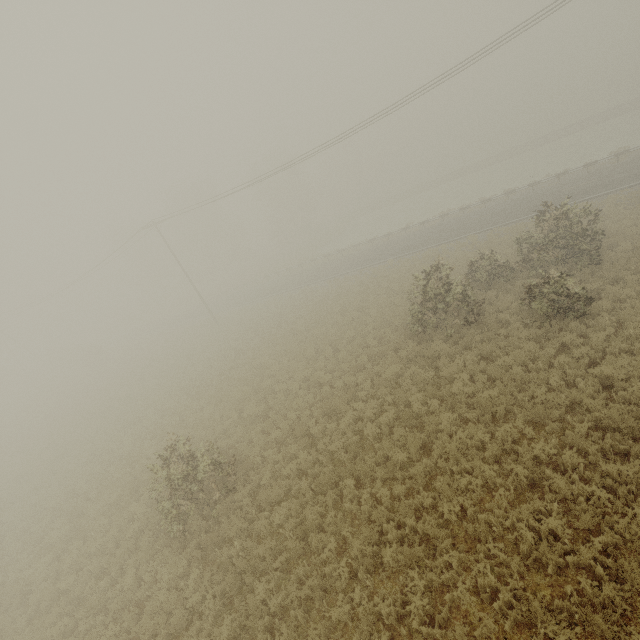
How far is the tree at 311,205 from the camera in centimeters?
5322cm

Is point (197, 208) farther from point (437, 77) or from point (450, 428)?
point (450, 428)

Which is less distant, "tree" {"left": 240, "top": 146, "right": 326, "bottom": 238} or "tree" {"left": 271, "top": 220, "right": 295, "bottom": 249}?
"tree" {"left": 240, "top": 146, "right": 326, "bottom": 238}

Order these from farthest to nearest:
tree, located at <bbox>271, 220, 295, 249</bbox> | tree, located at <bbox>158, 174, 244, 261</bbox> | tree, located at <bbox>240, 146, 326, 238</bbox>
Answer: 1. tree, located at <bbox>271, 220, 295, 249</bbox>
2. tree, located at <bbox>240, 146, 326, 238</bbox>
3. tree, located at <bbox>158, 174, 244, 261</bbox>

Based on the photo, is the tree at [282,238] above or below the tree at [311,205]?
below

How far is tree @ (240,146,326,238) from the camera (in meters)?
53.22
